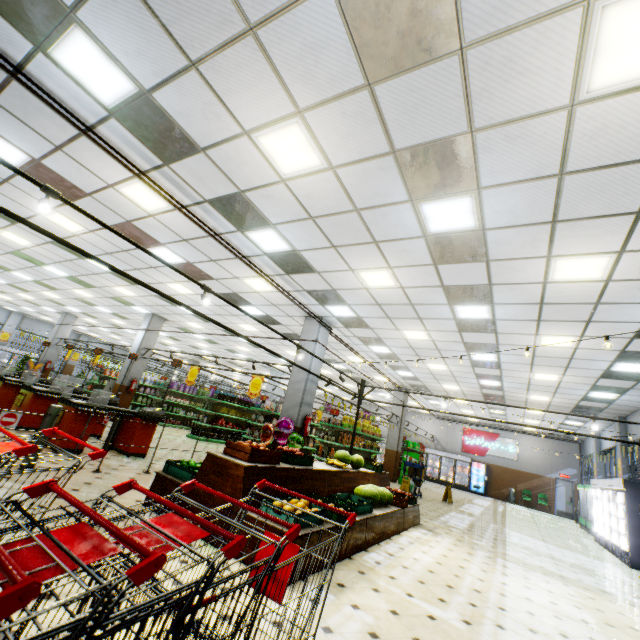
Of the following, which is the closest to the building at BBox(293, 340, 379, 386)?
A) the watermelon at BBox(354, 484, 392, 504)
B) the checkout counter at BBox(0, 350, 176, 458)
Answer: the checkout counter at BBox(0, 350, 176, 458)

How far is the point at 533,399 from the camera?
14.20m

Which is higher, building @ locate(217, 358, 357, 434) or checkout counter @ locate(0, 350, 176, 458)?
building @ locate(217, 358, 357, 434)

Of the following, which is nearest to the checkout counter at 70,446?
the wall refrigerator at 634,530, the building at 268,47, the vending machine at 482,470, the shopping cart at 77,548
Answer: the building at 268,47

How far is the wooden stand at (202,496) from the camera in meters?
4.1

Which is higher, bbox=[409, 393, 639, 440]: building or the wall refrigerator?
bbox=[409, 393, 639, 440]: building

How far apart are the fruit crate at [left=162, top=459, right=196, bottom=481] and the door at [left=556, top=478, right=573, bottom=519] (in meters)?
25.26

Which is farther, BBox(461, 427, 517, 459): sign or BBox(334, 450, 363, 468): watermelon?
BBox(461, 427, 517, 459): sign
